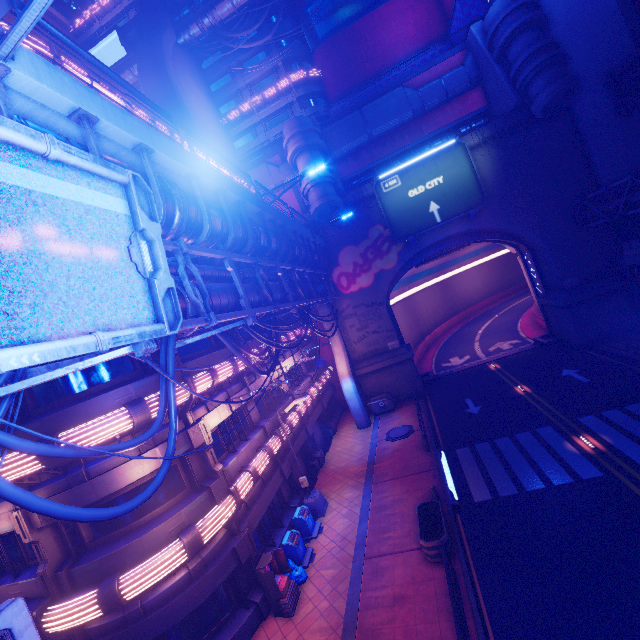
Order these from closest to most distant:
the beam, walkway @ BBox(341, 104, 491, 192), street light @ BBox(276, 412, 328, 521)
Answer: the beam < street light @ BBox(276, 412, 328, 521) < walkway @ BBox(341, 104, 491, 192)

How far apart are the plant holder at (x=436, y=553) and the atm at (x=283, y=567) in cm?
504

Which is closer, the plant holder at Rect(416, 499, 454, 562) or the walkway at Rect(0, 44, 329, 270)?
the walkway at Rect(0, 44, 329, 270)

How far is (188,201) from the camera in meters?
9.1

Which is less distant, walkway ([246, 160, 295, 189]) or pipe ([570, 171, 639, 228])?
pipe ([570, 171, 639, 228])

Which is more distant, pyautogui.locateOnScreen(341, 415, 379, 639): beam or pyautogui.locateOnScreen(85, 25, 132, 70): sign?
pyautogui.locateOnScreen(85, 25, 132, 70): sign

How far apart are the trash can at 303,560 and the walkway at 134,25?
47.5m

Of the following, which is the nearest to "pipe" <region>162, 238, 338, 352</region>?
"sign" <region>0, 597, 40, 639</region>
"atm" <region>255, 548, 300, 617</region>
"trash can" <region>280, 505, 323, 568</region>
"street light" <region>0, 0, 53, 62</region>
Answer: "street light" <region>0, 0, 53, 62</region>
